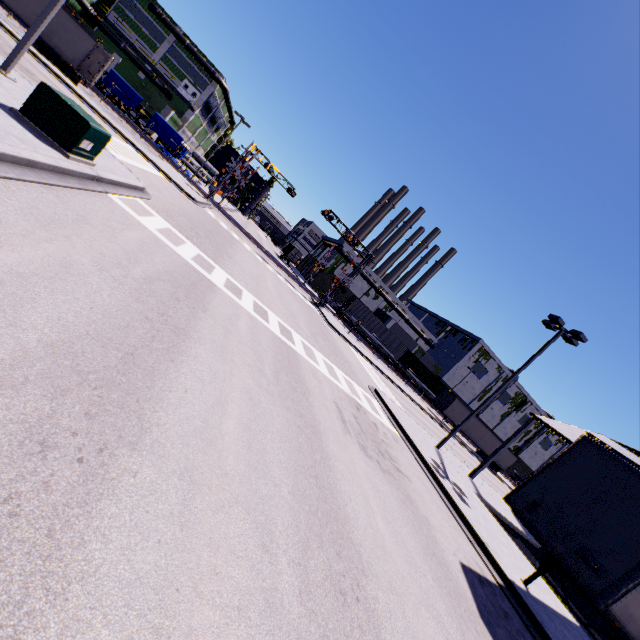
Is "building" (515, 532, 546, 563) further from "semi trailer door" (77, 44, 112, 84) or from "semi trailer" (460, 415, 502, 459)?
"semi trailer door" (77, 44, 112, 84)

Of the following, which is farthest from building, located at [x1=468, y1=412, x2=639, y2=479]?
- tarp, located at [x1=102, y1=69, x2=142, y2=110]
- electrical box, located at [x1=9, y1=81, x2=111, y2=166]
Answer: electrical box, located at [x1=9, y1=81, x2=111, y2=166]

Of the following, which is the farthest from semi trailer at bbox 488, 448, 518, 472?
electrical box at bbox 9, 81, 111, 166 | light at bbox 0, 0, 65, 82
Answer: light at bbox 0, 0, 65, 82

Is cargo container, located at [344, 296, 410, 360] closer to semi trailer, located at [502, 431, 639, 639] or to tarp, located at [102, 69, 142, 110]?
semi trailer, located at [502, 431, 639, 639]

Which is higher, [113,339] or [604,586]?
[604,586]

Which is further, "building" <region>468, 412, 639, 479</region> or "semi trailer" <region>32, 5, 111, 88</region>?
"semi trailer" <region>32, 5, 111, 88</region>

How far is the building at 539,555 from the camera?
19.53m

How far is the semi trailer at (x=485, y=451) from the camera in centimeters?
4209cm
